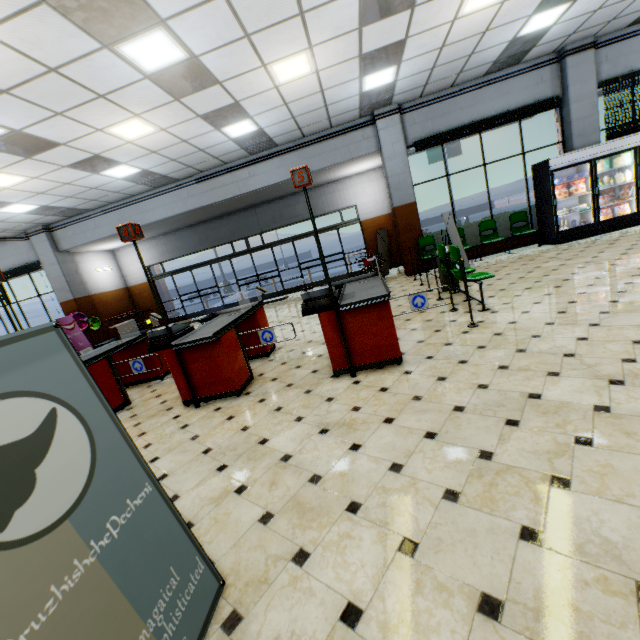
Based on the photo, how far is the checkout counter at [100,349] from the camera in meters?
4.3

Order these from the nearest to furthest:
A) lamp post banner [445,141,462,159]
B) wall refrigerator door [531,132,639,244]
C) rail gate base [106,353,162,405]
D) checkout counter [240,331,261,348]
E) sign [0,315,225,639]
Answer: sign [0,315,225,639]
rail gate base [106,353,162,405]
checkout counter [240,331,261,348]
wall refrigerator door [531,132,639,244]
lamp post banner [445,141,462,159]

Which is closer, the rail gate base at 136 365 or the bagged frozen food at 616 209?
the rail gate base at 136 365

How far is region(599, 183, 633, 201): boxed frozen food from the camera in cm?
848

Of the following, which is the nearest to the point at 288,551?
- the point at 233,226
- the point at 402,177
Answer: the point at 402,177

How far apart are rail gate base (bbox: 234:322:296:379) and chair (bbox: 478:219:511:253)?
6.39m

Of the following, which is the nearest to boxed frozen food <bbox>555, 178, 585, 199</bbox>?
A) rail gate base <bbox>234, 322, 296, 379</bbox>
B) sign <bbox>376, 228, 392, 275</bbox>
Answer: sign <bbox>376, 228, 392, 275</bbox>

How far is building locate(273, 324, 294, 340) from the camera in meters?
7.0
